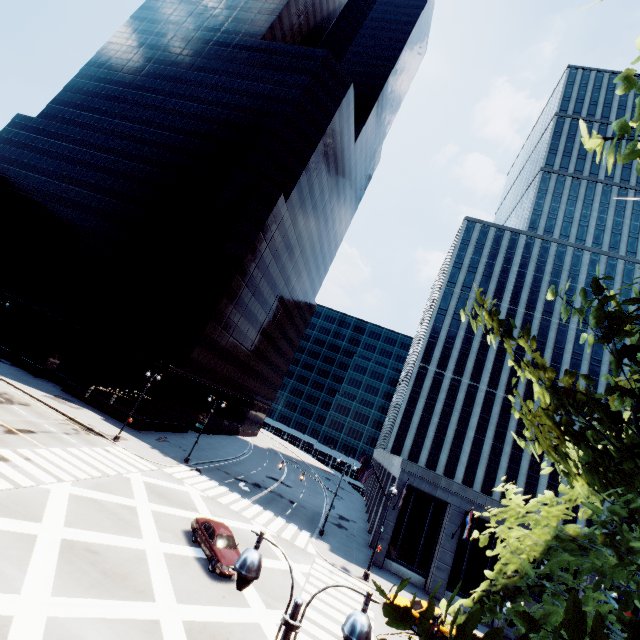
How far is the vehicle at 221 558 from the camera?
17.6m

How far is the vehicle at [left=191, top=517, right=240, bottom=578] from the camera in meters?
17.6 m

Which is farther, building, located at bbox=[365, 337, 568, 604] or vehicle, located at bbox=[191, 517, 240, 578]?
building, located at bbox=[365, 337, 568, 604]

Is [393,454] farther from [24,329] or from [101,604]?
[24,329]

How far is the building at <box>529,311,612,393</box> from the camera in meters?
55.7

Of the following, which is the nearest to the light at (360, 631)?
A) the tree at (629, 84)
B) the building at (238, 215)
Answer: the tree at (629, 84)

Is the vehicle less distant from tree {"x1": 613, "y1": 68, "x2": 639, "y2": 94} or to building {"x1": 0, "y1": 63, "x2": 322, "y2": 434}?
tree {"x1": 613, "y1": 68, "x2": 639, "y2": 94}
